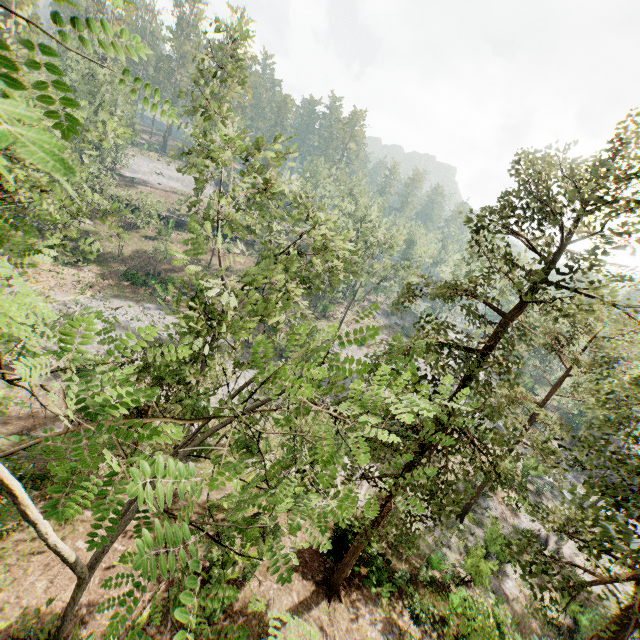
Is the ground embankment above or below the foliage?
below

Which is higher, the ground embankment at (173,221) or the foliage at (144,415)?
the foliage at (144,415)

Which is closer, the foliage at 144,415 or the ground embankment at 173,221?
the foliage at 144,415

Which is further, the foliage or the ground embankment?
the ground embankment

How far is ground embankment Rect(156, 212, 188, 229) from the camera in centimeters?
4997cm

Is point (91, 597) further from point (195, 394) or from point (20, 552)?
point (195, 394)
